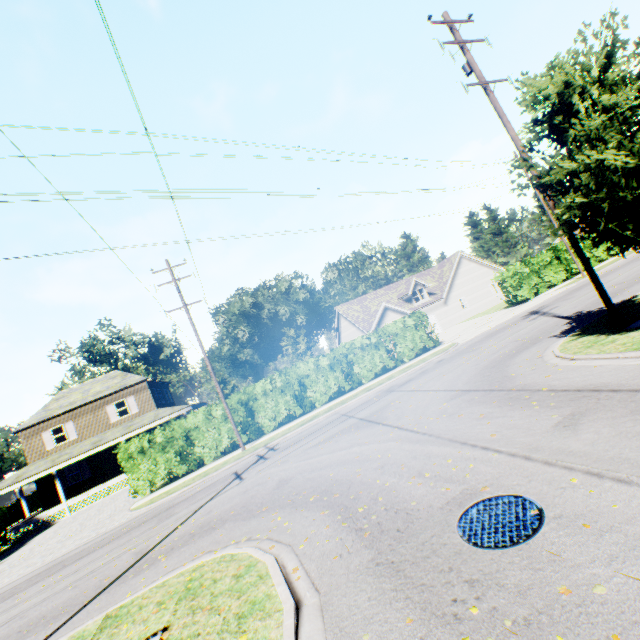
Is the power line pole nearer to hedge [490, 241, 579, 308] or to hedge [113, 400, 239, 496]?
hedge [113, 400, 239, 496]

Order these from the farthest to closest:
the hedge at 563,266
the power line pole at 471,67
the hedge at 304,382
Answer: the hedge at 563,266 → the hedge at 304,382 → the power line pole at 471,67

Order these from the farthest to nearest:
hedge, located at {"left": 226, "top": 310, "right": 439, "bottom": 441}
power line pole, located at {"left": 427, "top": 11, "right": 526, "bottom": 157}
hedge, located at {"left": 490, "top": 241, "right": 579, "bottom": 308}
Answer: hedge, located at {"left": 490, "top": 241, "right": 579, "bottom": 308}
hedge, located at {"left": 226, "top": 310, "right": 439, "bottom": 441}
power line pole, located at {"left": 427, "top": 11, "right": 526, "bottom": 157}

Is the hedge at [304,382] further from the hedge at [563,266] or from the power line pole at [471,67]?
the power line pole at [471,67]

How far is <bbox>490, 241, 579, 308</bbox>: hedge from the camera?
27.5 meters

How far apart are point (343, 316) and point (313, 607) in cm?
3499

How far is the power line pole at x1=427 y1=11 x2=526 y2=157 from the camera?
10.66m
